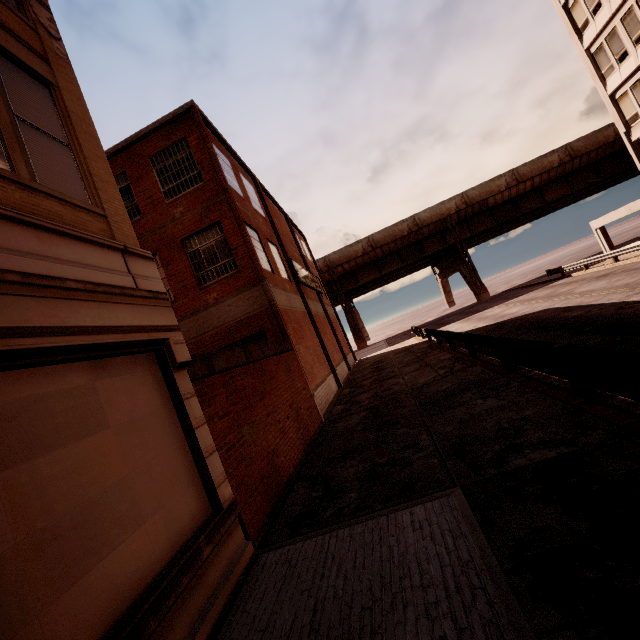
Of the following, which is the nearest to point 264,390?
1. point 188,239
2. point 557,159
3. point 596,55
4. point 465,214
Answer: point 188,239

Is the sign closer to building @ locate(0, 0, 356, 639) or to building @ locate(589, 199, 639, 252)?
building @ locate(0, 0, 356, 639)

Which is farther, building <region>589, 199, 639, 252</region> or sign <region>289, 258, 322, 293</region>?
building <region>589, 199, 639, 252</region>

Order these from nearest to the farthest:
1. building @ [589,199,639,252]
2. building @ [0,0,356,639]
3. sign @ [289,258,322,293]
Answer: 1. building @ [0,0,356,639]
2. sign @ [289,258,322,293]
3. building @ [589,199,639,252]

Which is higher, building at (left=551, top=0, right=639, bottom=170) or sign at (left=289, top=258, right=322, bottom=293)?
building at (left=551, top=0, right=639, bottom=170)

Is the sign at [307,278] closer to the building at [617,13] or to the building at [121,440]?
the building at [121,440]

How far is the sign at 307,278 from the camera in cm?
1916
